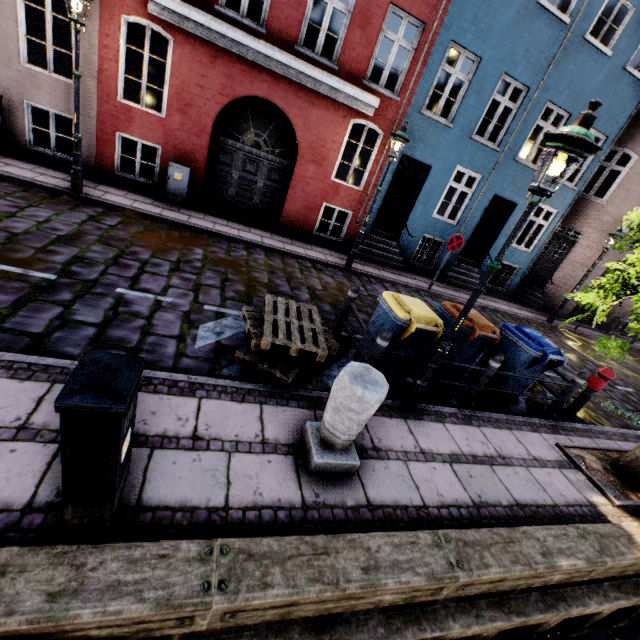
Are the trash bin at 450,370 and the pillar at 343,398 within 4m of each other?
yes

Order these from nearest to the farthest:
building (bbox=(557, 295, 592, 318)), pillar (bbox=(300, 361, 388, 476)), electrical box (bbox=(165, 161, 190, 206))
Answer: pillar (bbox=(300, 361, 388, 476)), electrical box (bbox=(165, 161, 190, 206)), building (bbox=(557, 295, 592, 318))

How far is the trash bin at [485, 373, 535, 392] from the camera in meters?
5.6 m

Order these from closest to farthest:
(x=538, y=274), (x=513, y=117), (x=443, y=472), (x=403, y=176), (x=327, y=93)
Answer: (x=443, y=472)
(x=327, y=93)
(x=513, y=117)
(x=403, y=176)
(x=538, y=274)

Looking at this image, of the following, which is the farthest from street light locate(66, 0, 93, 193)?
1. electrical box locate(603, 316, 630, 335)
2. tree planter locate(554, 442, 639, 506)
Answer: electrical box locate(603, 316, 630, 335)

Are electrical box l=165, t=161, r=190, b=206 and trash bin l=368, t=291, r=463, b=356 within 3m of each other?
no

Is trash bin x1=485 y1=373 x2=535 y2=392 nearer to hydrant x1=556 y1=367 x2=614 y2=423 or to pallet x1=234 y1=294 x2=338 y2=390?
hydrant x1=556 y1=367 x2=614 y2=423

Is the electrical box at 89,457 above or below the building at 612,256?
below
